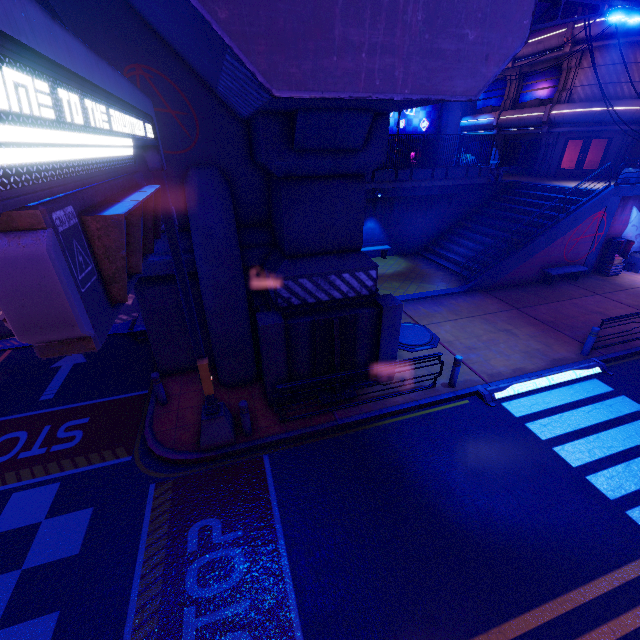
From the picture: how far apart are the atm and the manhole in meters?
12.8

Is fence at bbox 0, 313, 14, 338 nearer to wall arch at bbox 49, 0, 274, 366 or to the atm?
wall arch at bbox 49, 0, 274, 366

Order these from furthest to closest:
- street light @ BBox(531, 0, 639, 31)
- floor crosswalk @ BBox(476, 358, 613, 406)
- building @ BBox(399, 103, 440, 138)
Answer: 1. building @ BBox(399, 103, 440, 138)
2. floor crosswalk @ BBox(476, 358, 613, 406)
3. street light @ BBox(531, 0, 639, 31)

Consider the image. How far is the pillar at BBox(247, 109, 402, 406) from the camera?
Result: 6.80m

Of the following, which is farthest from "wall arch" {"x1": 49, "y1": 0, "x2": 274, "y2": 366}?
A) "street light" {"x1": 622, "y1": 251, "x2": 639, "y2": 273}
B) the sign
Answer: "street light" {"x1": 622, "y1": 251, "x2": 639, "y2": 273}

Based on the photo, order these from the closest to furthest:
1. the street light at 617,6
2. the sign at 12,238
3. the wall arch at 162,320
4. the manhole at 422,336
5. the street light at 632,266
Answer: the sign at 12,238
the street light at 617,6
the wall arch at 162,320
the manhole at 422,336
the street light at 632,266

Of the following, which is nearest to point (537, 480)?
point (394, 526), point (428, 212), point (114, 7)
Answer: point (394, 526)

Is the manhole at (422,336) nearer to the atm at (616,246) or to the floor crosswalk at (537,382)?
the floor crosswalk at (537,382)
